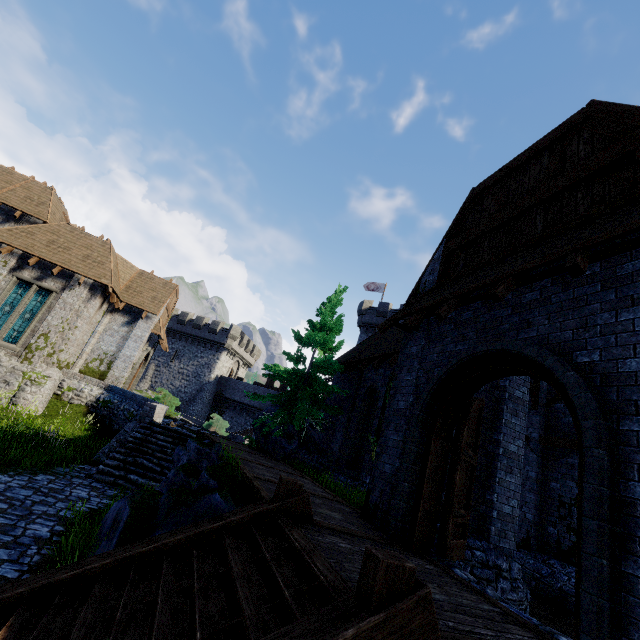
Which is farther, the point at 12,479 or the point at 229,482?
the point at 12,479

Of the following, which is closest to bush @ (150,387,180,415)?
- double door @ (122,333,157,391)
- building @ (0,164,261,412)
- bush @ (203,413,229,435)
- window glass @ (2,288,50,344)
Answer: building @ (0,164,261,412)

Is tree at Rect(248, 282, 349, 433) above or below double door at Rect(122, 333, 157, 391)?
above

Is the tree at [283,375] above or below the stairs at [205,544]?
above

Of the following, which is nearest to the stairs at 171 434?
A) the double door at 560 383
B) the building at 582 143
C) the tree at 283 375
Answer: the tree at 283 375

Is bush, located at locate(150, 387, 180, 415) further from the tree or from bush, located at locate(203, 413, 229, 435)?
the tree

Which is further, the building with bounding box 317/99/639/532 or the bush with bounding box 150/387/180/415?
the bush with bounding box 150/387/180/415

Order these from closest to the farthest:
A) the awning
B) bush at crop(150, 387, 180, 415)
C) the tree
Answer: the awning, the tree, bush at crop(150, 387, 180, 415)
